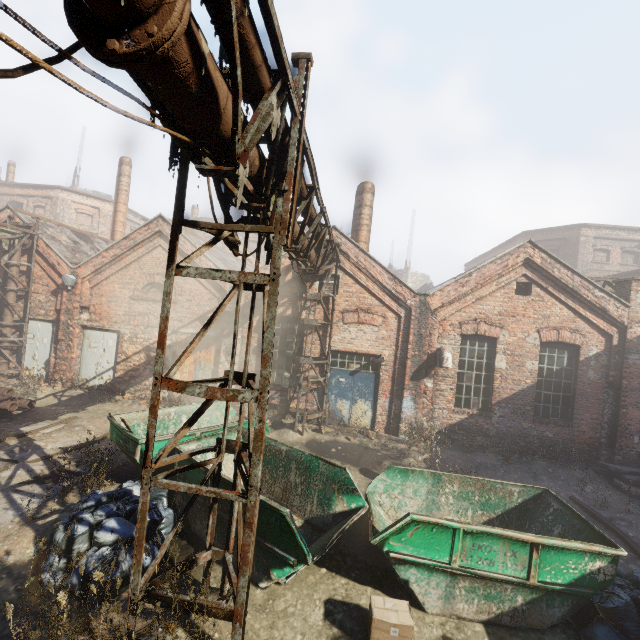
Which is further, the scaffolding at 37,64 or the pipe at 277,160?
the pipe at 277,160

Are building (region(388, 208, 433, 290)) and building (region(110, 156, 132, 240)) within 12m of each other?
no

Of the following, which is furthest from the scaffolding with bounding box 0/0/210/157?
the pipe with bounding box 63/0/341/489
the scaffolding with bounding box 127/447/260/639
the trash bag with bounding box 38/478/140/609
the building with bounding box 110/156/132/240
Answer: the building with bounding box 110/156/132/240

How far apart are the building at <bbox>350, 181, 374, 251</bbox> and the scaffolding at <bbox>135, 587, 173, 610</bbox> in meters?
10.9

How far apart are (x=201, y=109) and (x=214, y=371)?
10.9m

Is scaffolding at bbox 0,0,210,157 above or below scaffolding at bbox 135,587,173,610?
above

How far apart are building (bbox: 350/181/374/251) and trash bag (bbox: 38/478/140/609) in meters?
10.7 m

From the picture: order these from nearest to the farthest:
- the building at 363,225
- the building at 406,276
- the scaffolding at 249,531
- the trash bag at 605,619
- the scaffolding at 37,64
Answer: the scaffolding at 37,64 < the scaffolding at 249,531 < the trash bag at 605,619 < the building at 363,225 < the building at 406,276
